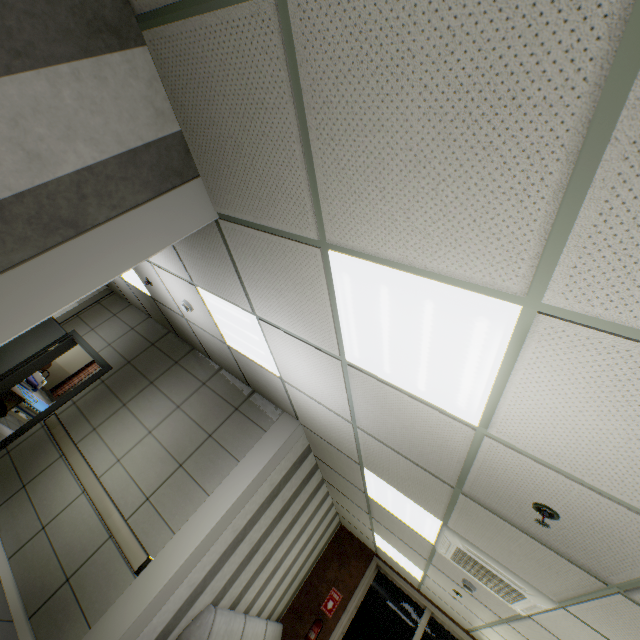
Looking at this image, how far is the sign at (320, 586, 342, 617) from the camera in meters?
6.7

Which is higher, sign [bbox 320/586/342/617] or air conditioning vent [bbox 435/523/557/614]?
air conditioning vent [bbox 435/523/557/614]

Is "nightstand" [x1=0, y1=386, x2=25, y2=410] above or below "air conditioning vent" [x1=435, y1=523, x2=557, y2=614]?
below

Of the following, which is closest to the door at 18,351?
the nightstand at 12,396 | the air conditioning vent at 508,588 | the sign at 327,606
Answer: the nightstand at 12,396

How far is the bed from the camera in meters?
7.0 m

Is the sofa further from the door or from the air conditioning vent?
the door

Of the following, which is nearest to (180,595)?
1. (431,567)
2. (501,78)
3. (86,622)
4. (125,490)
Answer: (86,622)

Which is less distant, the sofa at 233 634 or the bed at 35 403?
the sofa at 233 634
